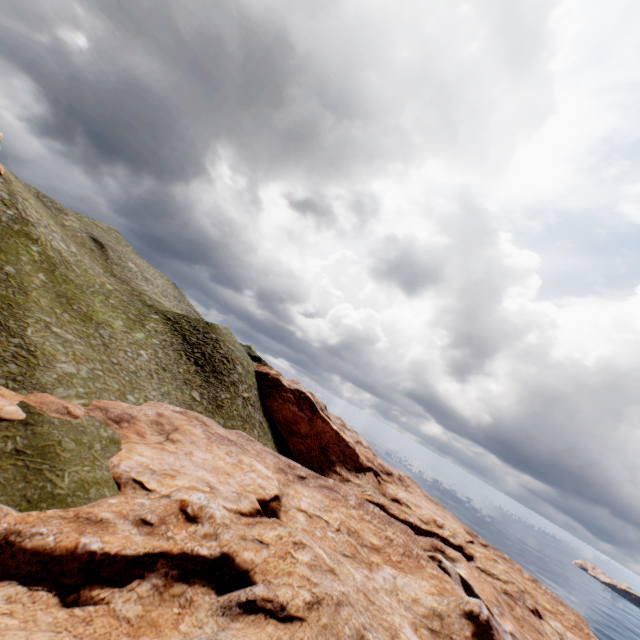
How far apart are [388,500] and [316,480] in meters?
22.4
